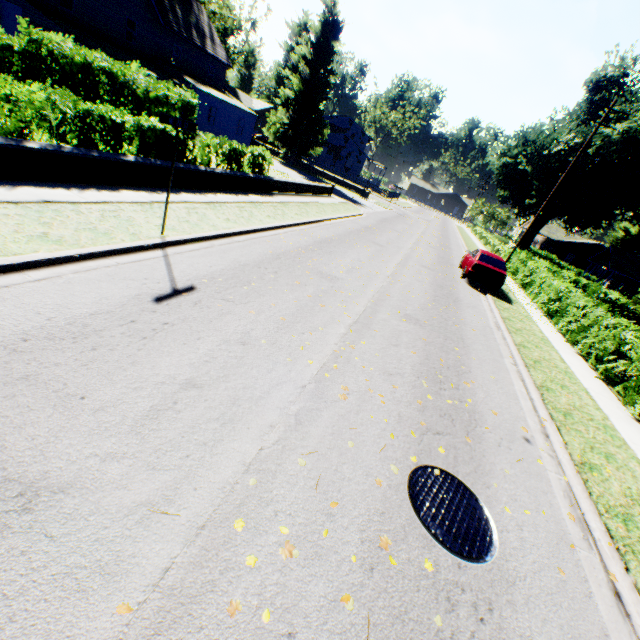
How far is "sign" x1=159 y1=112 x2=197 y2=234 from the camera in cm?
595

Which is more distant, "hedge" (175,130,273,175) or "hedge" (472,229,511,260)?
"hedge" (472,229,511,260)

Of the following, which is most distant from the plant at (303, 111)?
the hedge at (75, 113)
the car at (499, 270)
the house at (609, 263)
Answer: the car at (499, 270)

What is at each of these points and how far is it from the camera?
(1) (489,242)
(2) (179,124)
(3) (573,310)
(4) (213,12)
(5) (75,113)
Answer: (1) hedge, 41.1m
(2) sign, 6.3m
(3) hedge, 14.0m
(4) plant, 38.2m
(5) hedge, 8.0m

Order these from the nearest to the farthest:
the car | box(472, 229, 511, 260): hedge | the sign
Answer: the sign → the car → box(472, 229, 511, 260): hedge

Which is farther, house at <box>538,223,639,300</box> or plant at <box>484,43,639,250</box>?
house at <box>538,223,639,300</box>

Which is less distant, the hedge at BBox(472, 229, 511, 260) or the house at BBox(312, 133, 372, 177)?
the hedge at BBox(472, 229, 511, 260)

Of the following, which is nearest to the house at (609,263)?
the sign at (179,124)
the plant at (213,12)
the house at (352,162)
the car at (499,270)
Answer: the plant at (213,12)
